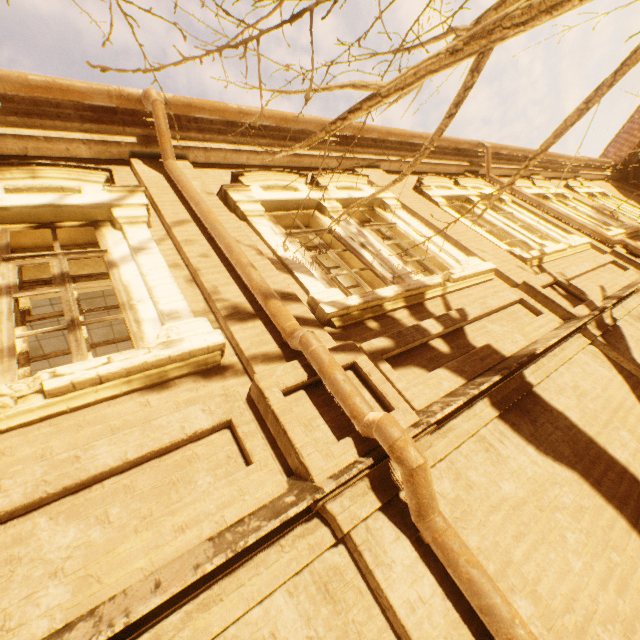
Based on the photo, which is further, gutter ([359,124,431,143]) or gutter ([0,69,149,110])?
gutter ([359,124,431,143])

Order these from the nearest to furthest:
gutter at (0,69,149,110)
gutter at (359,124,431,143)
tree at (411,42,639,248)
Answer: tree at (411,42,639,248)
gutter at (0,69,149,110)
gutter at (359,124,431,143)

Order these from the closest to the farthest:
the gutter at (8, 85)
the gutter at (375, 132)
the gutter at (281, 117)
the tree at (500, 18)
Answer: the tree at (500, 18), the gutter at (8, 85), the gutter at (281, 117), the gutter at (375, 132)

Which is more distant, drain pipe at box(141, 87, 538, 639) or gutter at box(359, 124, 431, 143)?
gutter at box(359, 124, 431, 143)

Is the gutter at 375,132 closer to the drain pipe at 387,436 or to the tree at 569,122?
the drain pipe at 387,436

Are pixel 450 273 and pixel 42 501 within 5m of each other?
yes

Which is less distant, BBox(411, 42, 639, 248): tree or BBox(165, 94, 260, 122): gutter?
BBox(411, 42, 639, 248): tree

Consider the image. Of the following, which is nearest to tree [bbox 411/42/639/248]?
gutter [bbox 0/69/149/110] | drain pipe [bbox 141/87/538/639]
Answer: drain pipe [bbox 141/87/538/639]
